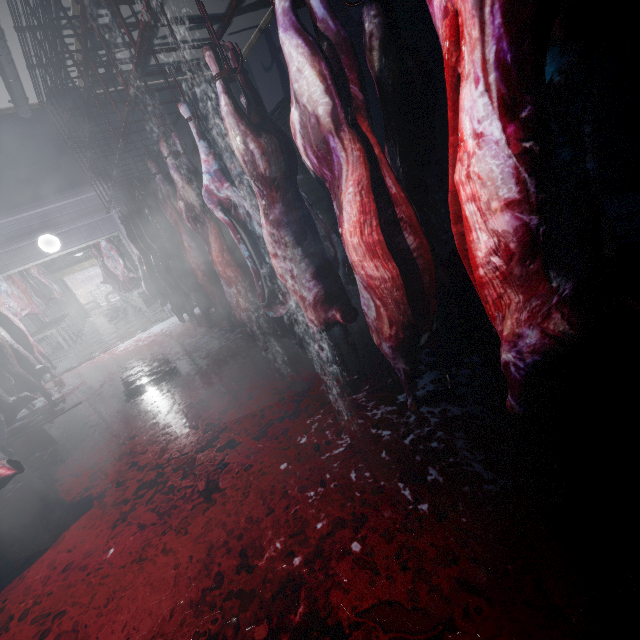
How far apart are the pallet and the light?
3.9 meters

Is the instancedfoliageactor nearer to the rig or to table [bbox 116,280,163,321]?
table [bbox 116,280,163,321]

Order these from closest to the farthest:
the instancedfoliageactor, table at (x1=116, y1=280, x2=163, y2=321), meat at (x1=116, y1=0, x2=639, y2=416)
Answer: meat at (x1=116, y1=0, x2=639, y2=416)
table at (x1=116, y1=280, x2=163, y2=321)
the instancedfoliageactor

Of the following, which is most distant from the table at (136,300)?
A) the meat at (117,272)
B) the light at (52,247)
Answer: the light at (52,247)

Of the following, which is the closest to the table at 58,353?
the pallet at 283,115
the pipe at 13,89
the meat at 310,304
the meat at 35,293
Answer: the meat at 35,293

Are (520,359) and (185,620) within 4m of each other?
yes

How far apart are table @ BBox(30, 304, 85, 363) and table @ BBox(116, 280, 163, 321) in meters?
1.6

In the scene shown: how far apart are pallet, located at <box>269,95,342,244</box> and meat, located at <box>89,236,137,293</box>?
4.2 meters
